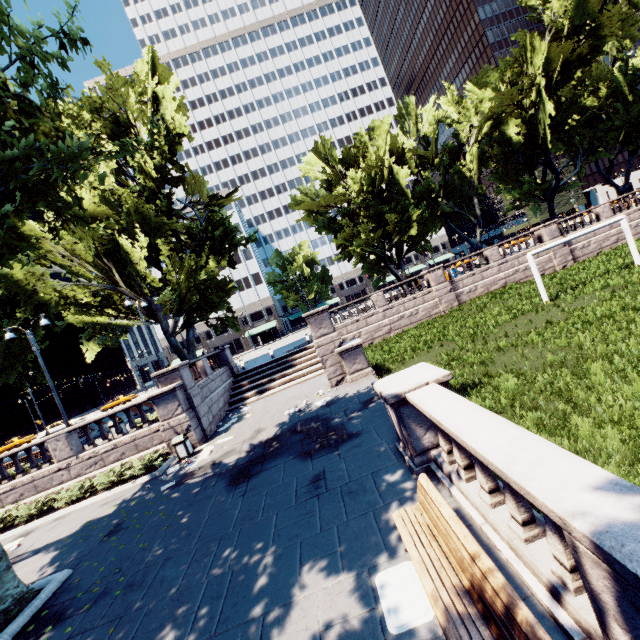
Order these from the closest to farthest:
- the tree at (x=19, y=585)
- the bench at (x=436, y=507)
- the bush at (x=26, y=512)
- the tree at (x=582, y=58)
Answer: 1. the bench at (x=436, y=507)
2. the tree at (x=19, y=585)
3. the bush at (x=26, y=512)
4. the tree at (x=582, y=58)

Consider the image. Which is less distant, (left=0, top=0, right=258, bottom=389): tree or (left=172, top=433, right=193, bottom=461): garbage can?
(left=0, top=0, right=258, bottom=389): tree

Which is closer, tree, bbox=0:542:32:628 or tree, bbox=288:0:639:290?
tree, bbox=0:542:32:628

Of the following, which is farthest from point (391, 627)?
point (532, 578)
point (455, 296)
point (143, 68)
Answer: point (143, 68)

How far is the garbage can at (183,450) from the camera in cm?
1390

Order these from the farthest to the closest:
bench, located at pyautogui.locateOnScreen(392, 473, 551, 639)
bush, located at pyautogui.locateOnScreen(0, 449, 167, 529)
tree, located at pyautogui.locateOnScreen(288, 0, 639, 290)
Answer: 1. tree, located at pyautogui.locateOnScreen(288, 0, 639, 290)
2. bush, located at pyautogui.locateOnScreen(0, 449, 167, 529)
3. bench, located at pyautogui.locateOnScreen(392, 473, 551, 639)

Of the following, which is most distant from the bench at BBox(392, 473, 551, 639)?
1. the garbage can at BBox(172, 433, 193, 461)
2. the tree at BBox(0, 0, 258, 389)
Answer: the garbage can at BBox(172, 433, 193, 461)

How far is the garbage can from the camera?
13.90m
